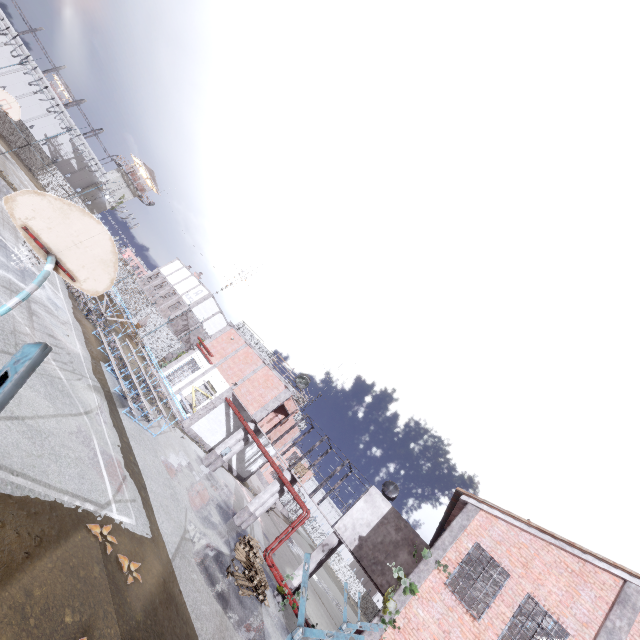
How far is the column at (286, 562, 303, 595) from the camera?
15.8 meters

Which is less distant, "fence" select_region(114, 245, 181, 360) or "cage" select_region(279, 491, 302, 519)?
"fence" select_region(114, 245, 181, 360)

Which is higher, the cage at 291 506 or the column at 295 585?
the cage at 291 506

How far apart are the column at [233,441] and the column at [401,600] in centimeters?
1248cm

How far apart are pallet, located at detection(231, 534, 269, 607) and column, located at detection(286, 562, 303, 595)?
2.4 meters

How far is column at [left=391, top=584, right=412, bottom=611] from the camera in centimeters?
1170cm

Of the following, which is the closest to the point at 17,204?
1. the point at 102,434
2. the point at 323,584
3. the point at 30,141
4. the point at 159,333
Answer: the point at 102,434

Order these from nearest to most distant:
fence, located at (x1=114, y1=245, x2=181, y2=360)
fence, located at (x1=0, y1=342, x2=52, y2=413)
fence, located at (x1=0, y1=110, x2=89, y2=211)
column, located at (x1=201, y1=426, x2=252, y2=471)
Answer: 1. fence, located at (x1=0, y1=342, x2=52, y2=413)
2. column, located at (x1=201, y1=426, x2=252, y2=471)
3. fence, located at (x1=0, y1=110, x2=89, y2=211)
4. fence, located at (x1=114, y1=245, x2=181, y2=360)
